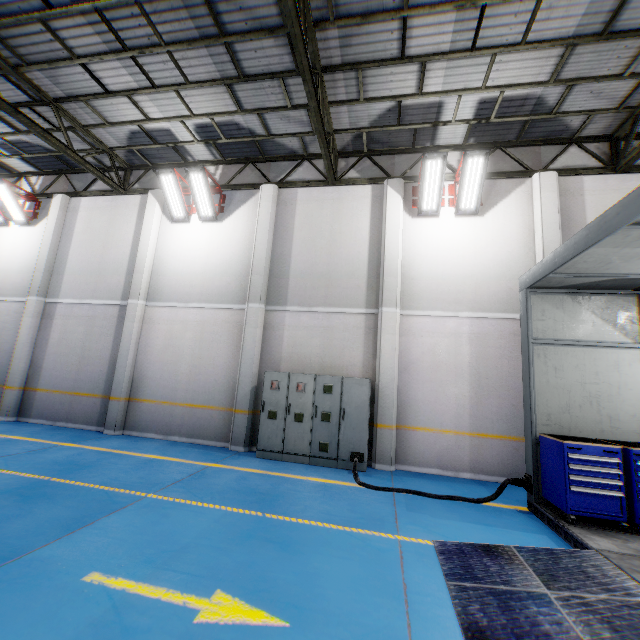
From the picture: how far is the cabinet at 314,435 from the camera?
7.8m

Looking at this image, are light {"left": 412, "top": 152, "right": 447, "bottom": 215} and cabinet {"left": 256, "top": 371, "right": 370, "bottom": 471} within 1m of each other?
no

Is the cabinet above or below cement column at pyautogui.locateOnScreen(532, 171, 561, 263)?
below

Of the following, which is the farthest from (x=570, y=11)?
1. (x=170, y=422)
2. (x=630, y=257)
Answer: (x=170, y=422)

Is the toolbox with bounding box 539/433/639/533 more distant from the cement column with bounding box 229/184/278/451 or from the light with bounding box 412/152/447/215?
the cement column with bounding box 229/184/278/451

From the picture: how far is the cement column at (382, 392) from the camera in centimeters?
805cm

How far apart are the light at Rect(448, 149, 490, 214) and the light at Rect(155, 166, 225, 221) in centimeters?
697cm

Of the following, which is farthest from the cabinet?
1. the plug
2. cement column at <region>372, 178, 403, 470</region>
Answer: the plug
